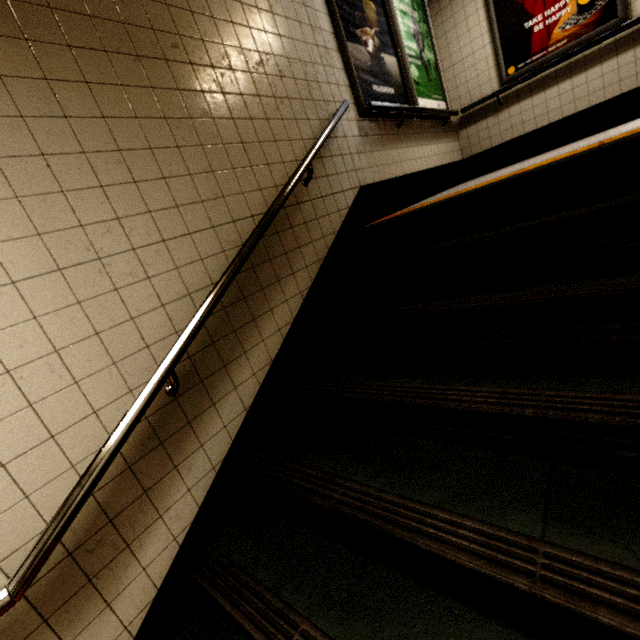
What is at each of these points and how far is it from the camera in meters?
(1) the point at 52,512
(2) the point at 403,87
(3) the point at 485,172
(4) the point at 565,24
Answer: (1) stairs, 1.2 m
(2) sign, 3.8 m
(3) building, 5.2 m
(4) sign, 3.9 m

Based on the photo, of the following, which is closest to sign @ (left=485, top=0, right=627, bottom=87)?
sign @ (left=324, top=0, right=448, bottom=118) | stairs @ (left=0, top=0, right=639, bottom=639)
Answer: sign @ (left=324, top=0, right=448, bottom=118)

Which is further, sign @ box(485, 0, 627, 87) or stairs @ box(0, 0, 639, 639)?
sign @ box(485, 0, 627, 87)

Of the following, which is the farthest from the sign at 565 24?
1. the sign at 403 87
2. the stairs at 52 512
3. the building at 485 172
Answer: the stairs at 52 512

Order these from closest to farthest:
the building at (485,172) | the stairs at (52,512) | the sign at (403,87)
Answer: the stairs at (52,512), the sign at (403,87), the building at (485,172)

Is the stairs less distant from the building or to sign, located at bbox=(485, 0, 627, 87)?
the building

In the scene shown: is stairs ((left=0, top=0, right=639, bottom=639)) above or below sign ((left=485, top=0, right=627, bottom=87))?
below

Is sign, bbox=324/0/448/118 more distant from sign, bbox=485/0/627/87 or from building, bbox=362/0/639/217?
sign, bbox=485/0/627/87
